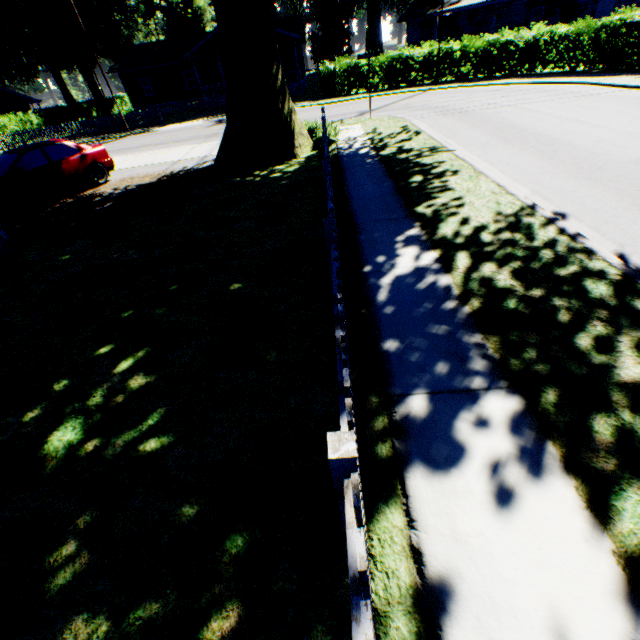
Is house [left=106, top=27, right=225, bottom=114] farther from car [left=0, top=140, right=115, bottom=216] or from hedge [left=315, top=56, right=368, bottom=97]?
car [left=0, top=140, right=115, bottom=216]

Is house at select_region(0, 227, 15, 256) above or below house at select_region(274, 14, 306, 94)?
below

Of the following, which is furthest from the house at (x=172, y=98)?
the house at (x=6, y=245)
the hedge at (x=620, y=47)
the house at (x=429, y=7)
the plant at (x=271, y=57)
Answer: the house at (x=6, y=245)

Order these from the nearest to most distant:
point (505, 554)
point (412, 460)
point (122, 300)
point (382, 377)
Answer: point (505, 554) < point (412, 460) < point (382, 377) < point (122, 300)

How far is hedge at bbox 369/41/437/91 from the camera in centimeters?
2311cm

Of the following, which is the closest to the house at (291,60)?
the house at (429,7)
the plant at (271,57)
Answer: the house at (429,7)

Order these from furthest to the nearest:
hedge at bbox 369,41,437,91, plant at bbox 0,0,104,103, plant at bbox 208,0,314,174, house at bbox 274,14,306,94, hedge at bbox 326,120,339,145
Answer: plant at bbox 0,0,104,103 < house at bbox 274,14,306,94 < hedge at bbox 369,41,437,91 < hedge at bbox 326,120,339,145 < plant at bbox 208,0,314,174

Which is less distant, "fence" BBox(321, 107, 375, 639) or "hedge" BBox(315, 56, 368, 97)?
"fence" BBox(321, 107, 375, 639)
